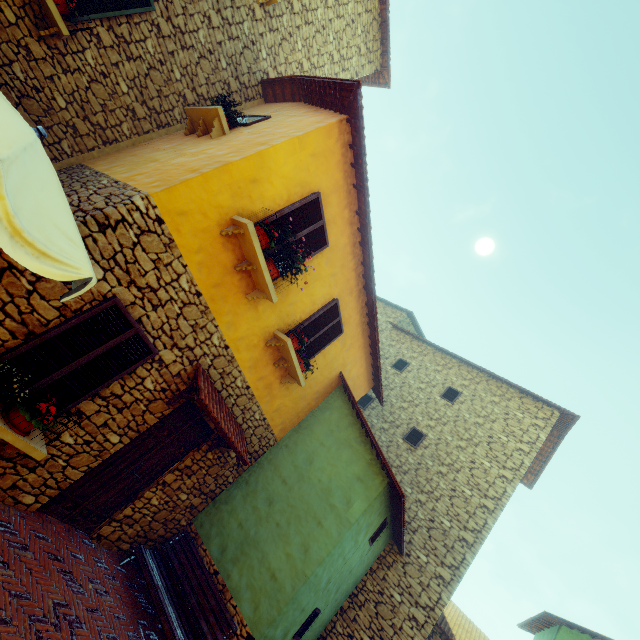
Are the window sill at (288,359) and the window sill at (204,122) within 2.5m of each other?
no

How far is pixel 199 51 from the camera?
7.5m

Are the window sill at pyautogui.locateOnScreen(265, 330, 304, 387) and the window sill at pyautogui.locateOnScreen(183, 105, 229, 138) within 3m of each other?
no

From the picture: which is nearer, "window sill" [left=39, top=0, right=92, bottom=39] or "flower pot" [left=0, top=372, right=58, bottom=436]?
"flower pot" [left=0, top=372, right=58, bottom=436]

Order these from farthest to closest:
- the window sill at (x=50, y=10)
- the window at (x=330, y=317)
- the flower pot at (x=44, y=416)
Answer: the window at (x=330, y=317) → the window sill at (x=50, y=10) → the flower pot at (x=44, y=416)

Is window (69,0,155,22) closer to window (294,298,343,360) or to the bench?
window (294,298,343,360)

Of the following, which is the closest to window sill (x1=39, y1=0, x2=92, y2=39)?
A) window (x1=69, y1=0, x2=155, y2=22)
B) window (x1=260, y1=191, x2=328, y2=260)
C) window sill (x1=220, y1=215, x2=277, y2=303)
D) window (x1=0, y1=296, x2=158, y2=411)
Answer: window (x1=69, y1=0, x2=155, y2=22)

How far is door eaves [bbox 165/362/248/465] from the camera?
5.3m
